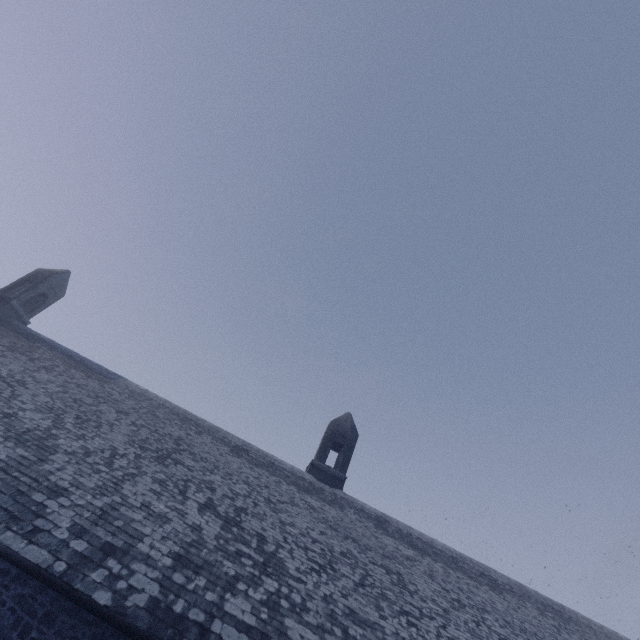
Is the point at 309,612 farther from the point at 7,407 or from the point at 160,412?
the point at 7,407
